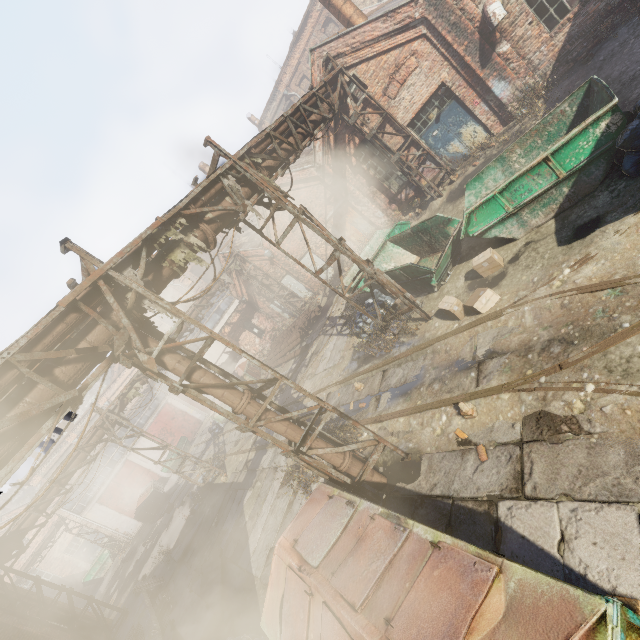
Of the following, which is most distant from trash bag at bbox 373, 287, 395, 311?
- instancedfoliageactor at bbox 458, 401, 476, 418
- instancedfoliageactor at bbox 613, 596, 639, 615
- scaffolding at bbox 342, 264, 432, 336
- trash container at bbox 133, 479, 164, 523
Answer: trash container at bbox 133, 479, 164, 523

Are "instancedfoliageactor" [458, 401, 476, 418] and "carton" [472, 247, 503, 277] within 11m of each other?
yes

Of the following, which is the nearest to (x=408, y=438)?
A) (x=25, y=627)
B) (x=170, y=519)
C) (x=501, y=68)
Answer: (x=501, y=68)

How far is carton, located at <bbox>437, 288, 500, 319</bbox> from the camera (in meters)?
7.07

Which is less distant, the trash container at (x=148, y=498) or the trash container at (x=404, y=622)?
the trash container at (x=404, y=622)

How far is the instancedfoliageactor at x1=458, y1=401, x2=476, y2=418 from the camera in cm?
566

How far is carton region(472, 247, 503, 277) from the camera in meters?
7.6

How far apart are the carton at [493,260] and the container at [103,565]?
38.0 meters
